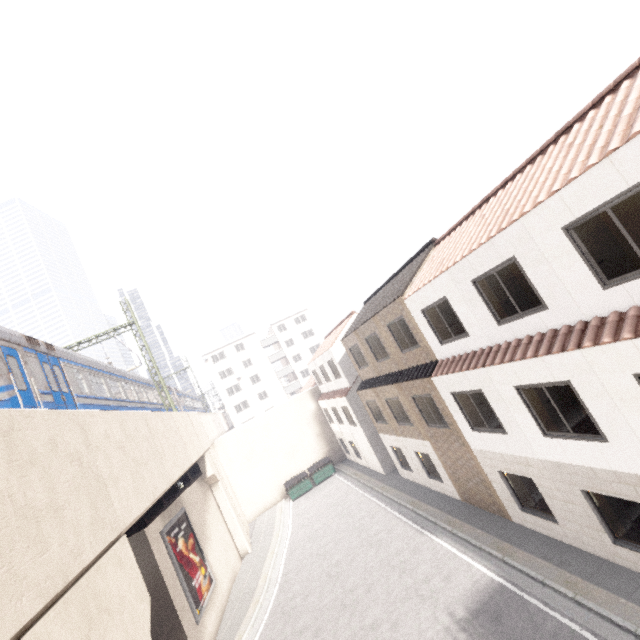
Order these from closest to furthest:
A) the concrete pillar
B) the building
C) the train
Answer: the concrete pillar → the train → the building

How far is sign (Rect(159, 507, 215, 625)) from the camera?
13.8 meters

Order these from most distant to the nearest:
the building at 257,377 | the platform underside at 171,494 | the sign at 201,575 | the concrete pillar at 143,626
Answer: the building at 257,377, the sign at 201,575, the platform underside at 171,494, the concrete pillar at 143,626

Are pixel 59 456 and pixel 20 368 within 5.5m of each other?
yes

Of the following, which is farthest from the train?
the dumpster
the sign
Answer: the dumpster

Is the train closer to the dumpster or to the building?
the building

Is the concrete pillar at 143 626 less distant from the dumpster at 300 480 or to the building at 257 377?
the building at 257 377

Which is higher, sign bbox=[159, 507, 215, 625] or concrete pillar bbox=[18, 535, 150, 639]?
concrete pillar bbox=[18, 535, 150, 639]
